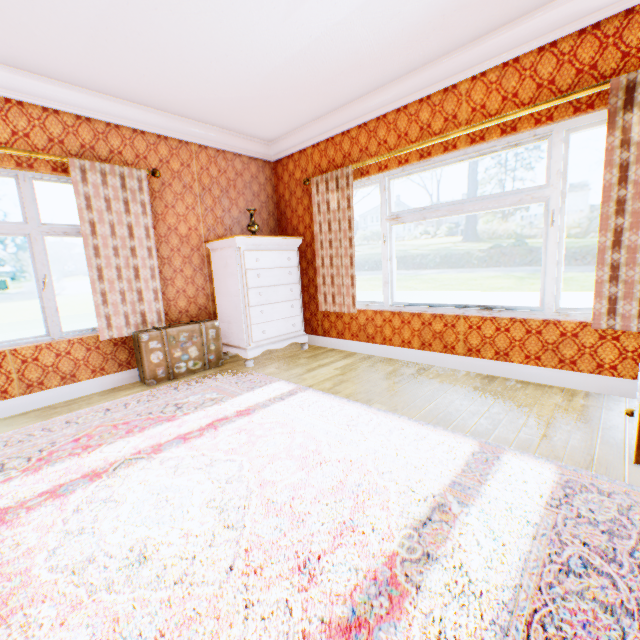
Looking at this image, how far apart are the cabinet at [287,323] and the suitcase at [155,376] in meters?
0.2 m

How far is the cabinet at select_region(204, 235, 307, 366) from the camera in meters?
4.1

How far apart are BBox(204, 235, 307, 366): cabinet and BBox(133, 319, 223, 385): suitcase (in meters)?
0.21

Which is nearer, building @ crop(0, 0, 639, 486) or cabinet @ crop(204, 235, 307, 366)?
building @ crop(0, 0, 639, 486)

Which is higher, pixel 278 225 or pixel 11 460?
pixel 278 225

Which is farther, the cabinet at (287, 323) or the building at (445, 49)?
the cabinet at (287, 323)

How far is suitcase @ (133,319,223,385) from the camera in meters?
3.6

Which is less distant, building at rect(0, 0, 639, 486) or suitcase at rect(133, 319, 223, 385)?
building at rect(0, 0, 639, 486)
